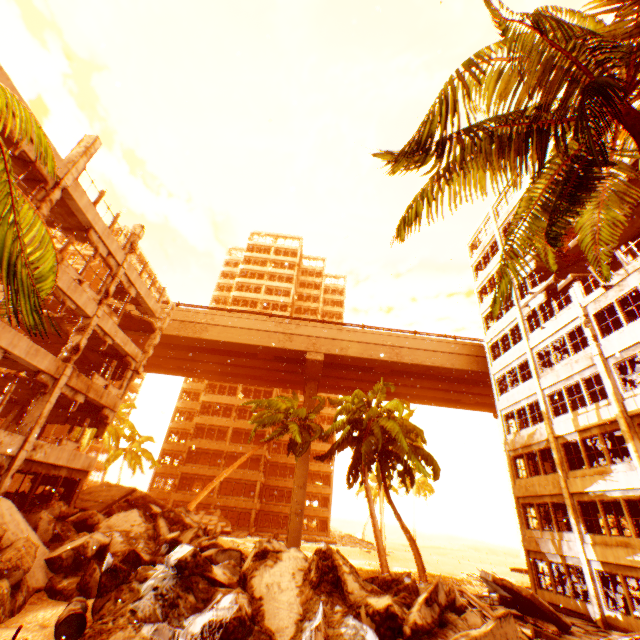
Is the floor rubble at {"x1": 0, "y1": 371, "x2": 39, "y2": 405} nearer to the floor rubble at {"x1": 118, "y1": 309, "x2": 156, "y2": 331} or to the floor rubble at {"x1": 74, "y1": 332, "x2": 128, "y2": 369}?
the floor rubble at {"x1": 74, "y1": 332, "x2": 128, "y2": 369}

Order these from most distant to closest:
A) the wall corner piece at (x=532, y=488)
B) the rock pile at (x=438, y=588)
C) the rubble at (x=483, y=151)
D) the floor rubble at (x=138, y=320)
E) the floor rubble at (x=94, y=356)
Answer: the floor rubble at (x=138, y=320) → the wall corner piece at (x=532, y=488) → the floor rubble at (x=94, y=356) → the rock pile at (x=438, y=588) → the rubble at (x=483, y=151)

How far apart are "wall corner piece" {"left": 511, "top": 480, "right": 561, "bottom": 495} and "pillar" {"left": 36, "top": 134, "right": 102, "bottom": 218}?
27.7 meters

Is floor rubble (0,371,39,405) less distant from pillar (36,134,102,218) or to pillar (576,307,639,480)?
pillar (36,134,102,218)

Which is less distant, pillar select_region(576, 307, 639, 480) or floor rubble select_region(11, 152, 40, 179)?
floor rubble select_region(11, 152, 40, 179)

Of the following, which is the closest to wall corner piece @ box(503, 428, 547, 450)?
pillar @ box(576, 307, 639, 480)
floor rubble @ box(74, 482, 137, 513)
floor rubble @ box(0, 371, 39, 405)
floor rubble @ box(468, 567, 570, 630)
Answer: pillar @ box(576, 307, 639, 480)

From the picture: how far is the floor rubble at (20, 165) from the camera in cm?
1175

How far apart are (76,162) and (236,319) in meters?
19.4 m
